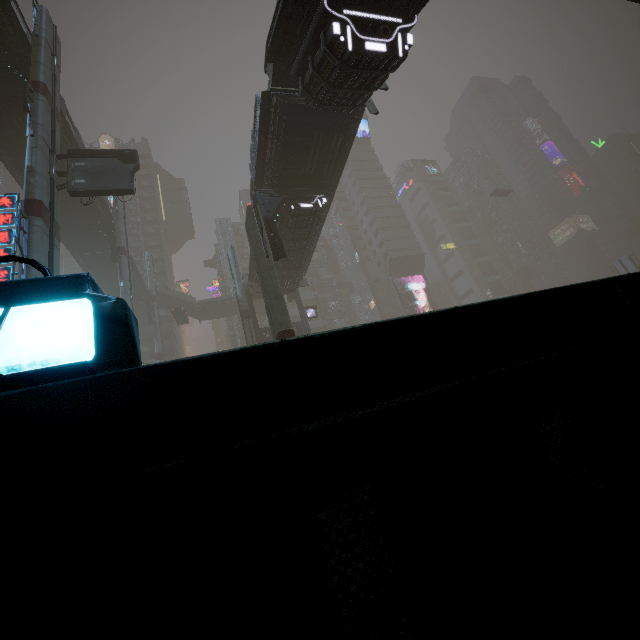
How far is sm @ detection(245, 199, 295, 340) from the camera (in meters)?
15.87

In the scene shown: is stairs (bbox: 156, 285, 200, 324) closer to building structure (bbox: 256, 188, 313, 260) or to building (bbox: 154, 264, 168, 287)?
building (bbox: 154, 264, 168, 287)

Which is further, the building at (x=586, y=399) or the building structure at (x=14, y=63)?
the building structure at (x=14, y=63)

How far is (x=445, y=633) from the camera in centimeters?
89cm

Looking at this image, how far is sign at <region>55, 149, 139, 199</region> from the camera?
18.0m

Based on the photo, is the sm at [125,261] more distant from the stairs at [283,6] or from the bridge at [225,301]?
the stairs at [283,6]

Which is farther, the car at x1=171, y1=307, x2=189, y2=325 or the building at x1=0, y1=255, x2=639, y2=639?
the car at x1=171, y1=307, x2=189, y2=325
